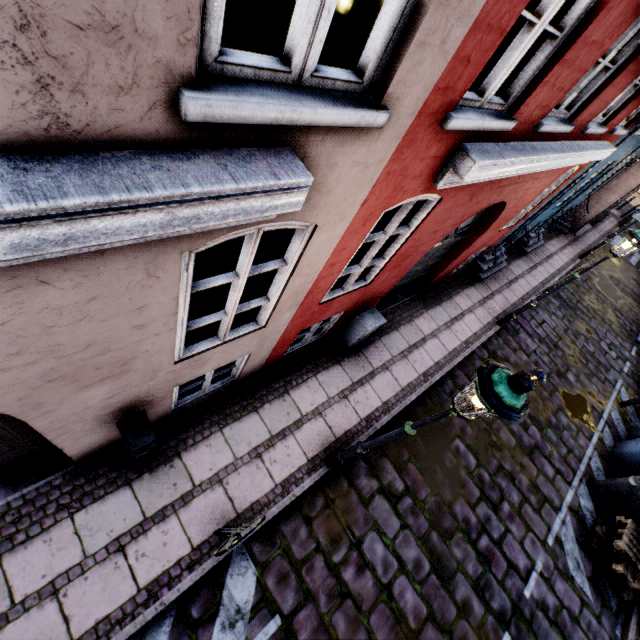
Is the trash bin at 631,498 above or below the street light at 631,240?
below

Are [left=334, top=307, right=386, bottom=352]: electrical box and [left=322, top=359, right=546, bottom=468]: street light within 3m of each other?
yes

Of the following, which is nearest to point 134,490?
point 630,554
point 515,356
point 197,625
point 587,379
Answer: point 197,625

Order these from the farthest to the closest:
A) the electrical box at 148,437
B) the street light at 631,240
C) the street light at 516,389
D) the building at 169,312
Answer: the street light at 631,240
the electrical box at 148,437
the street light at 516,389
the building at 169,312

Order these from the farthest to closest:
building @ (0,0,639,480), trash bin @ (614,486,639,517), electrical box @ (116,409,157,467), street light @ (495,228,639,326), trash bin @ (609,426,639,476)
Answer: trash bin @ (609,426,639,476)
trash bin @ (614,486,639,517)
street light @ (495,228,639,326)
electrical box @ (116,409,157,467)
building @ (0,0,639,480)

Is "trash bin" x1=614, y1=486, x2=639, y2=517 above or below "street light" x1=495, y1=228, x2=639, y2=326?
below

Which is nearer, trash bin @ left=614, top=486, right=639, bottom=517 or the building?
the building

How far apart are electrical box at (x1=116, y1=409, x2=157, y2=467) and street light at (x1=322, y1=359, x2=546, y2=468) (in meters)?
2.56
